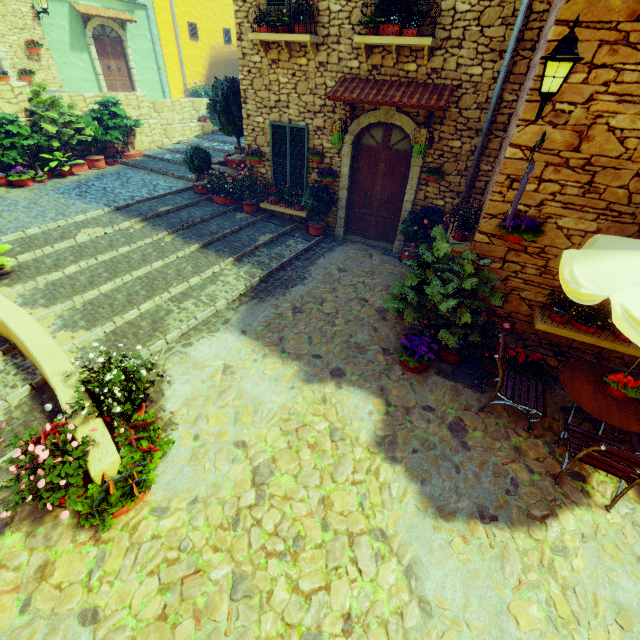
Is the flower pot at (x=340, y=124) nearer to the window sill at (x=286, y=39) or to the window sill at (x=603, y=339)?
the window sill at (x=286, y=39)

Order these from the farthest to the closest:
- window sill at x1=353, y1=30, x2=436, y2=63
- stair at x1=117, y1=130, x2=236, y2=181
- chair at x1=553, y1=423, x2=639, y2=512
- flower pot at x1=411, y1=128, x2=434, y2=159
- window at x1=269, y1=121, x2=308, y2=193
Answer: stair at x1=117, y1=130, x2=236, y2=181 → window at x1=269, y1=121, x2=308, y2=193 → flower pot at x1=411, y1=128, x2=434, y2=159 → window sill at x1=353, y1=30, x2=436, y2=63 → chair at x1=553, y1=423, x2=639, y2=512

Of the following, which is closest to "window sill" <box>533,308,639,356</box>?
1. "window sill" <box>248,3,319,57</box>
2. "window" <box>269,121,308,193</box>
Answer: "window" <box>269,121,308,193</box>

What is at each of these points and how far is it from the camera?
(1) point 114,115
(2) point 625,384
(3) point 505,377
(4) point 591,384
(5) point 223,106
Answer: (1) potted tree, 11.67m
(2) flower pot, 4.14m
(3) chair, 4.93m
(4) table, 4.37m
(5) flower pot, 9.17m

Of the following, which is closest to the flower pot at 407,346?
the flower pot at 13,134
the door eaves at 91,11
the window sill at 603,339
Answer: the window sill at 603,339

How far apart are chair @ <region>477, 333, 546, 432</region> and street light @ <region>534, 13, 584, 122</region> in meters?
2.8

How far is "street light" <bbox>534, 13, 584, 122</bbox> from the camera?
3.2 meters

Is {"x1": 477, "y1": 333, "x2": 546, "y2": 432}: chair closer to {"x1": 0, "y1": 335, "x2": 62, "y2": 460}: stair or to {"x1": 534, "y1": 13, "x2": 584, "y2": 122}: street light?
{"x1": 534, "y1": 13, "x2": 584, "y2": 122}: street light
